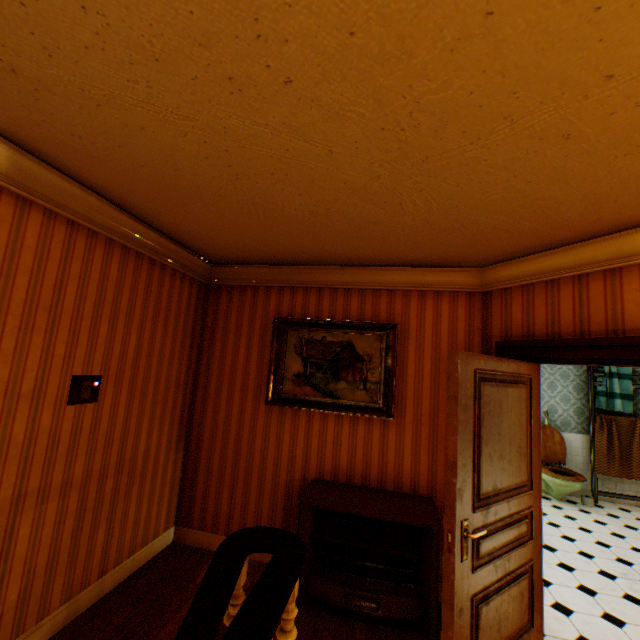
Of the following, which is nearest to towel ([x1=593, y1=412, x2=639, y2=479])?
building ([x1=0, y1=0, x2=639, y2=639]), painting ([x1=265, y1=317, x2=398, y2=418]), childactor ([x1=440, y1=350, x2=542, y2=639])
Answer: building ([x1=0, y1=0, x2=639, y2=639])

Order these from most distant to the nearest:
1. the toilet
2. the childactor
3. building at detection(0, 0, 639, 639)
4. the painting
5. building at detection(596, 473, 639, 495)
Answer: building at detection(596, 473, 639, 495) → the toilet → the painting → the childactor → building at detection(0, 0, 639, 639)

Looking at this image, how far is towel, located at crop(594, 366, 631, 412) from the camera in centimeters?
601cm

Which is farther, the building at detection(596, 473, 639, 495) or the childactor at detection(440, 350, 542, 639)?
the building at detection(596, 473, 639, 495)

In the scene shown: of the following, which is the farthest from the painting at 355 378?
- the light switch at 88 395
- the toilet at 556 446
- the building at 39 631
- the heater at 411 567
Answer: the toilet at 556 446

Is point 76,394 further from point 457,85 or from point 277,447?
point 457,85

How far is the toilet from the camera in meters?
5.4 m

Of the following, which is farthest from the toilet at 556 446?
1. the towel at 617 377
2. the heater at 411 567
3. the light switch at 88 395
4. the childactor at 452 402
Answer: the light switch at 88 395
